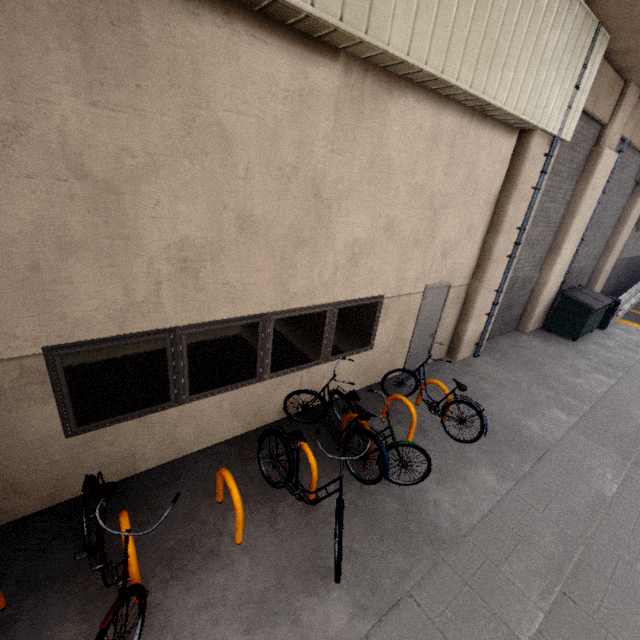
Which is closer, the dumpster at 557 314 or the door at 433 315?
the door at 433 315

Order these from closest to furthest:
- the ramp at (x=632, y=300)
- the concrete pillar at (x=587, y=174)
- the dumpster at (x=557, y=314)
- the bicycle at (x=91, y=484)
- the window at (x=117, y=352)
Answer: the bicycle at (x=91, y=484) < the window at (x=117, y=352) < the concrete pillar at (x=587, y=174) < the dumpster at (x=557, y=314) < the ramp at (x=632, y=300)

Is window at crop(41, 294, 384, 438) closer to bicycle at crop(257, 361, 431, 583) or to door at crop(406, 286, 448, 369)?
bicycle at crop(257, 361, 431, 583)

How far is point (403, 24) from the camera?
3.51m

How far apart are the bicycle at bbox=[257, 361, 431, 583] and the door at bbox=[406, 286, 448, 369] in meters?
2.4

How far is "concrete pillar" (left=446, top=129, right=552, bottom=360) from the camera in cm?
641

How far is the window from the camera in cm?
338

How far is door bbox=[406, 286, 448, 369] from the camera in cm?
685
